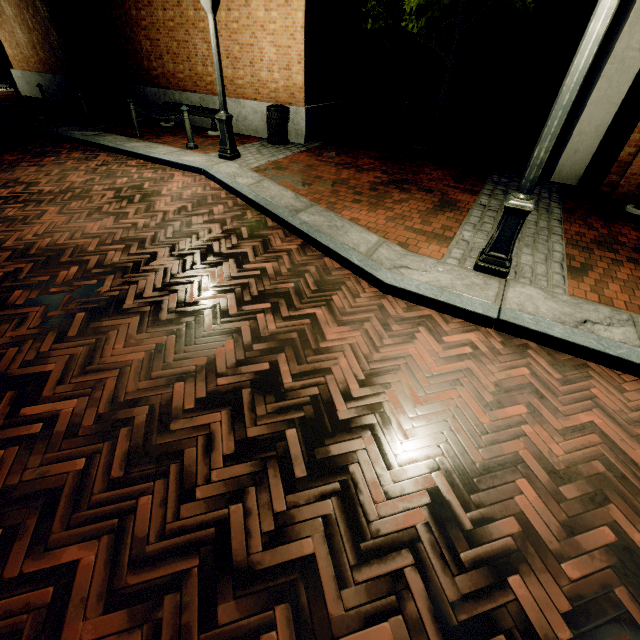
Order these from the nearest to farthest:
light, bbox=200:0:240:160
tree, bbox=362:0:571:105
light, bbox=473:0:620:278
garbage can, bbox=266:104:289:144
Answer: light, bbox=473:0:620:278, light, bbox=200:0:240:160, tree, bbox=362:0:571:105, garbage can, bbox=266:104:289:144

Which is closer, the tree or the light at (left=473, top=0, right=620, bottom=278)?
the light at (left=473, top=0, right=620, bottom=278)

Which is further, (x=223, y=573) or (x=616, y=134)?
(x=616, y=134)

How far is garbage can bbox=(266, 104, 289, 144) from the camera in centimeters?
814cm

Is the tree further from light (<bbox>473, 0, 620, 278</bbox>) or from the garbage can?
light (<bbox>473, 0, 620, 278</bbox>)

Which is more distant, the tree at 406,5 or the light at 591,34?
the tree at 406,5

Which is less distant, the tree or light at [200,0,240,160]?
light at [200,0,240,160]

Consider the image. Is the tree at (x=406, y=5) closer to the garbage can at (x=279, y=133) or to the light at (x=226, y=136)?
the garbage can at (x=279, y=133)
